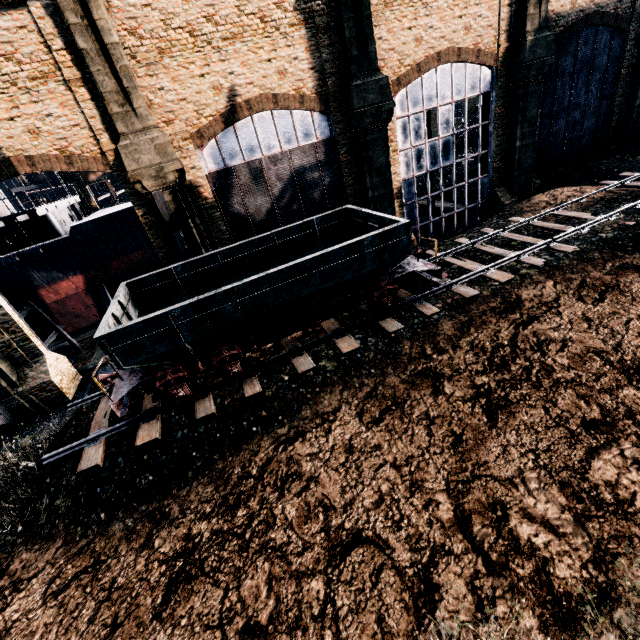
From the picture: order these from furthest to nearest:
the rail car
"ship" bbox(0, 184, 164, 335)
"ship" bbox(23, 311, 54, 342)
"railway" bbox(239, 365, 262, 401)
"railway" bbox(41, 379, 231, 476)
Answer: "ship" bbox(23, 311, 54, 342) < "ship" bbox(0, 184, 164, 335) < "railway" bbox(239, 365, 262, 401) < "railway" bbox(41, 379, 231, 476) < the rail car

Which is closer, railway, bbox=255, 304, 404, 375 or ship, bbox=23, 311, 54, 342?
railway, bbox=255, 304, 404, 375

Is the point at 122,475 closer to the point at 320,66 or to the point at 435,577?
the point at 435,577

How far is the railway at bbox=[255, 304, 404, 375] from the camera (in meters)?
A: 12.48

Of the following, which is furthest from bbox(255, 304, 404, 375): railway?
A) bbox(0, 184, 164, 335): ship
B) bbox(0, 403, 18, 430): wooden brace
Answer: bbox(0, 184, 164, 335): ship

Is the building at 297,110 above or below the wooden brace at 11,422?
above

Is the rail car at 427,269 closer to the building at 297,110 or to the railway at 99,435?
the railway at 99,435

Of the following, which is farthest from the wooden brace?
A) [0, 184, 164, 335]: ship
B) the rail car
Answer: [0, 184, 164, 335]: ship
